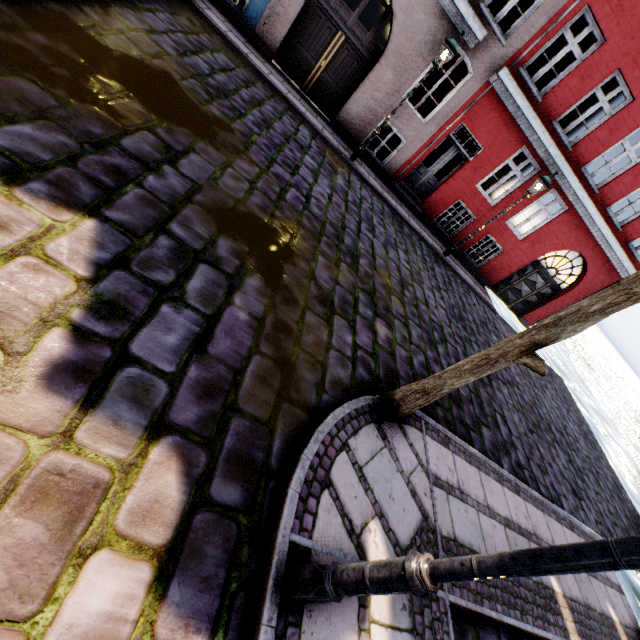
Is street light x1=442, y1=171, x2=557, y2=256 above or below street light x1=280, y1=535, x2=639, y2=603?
above

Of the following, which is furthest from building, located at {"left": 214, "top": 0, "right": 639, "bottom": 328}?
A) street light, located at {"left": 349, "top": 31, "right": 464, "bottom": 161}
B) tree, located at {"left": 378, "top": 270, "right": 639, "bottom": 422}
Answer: tree, located at {"left": 378, "top": 270, "right": 639, "bottom": 422}

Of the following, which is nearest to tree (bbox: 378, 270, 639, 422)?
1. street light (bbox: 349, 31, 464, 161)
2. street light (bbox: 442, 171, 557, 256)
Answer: street light (bbox: 349, 31, 464, 161)

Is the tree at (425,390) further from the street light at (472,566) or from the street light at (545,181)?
the street light at (545,181)

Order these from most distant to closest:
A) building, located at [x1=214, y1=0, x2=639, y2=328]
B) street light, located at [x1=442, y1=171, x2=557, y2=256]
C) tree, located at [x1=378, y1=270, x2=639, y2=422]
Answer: street light, located at [x1=442, y1=171, x2=557, y2=256] → building, located at [x1=214, y1=0, x2=639, y2=328] → tree, located at [x1=378, y1=270, x2=639, y2=422]

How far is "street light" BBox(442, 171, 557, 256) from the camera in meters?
9.6

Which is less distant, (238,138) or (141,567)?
(141,567)
